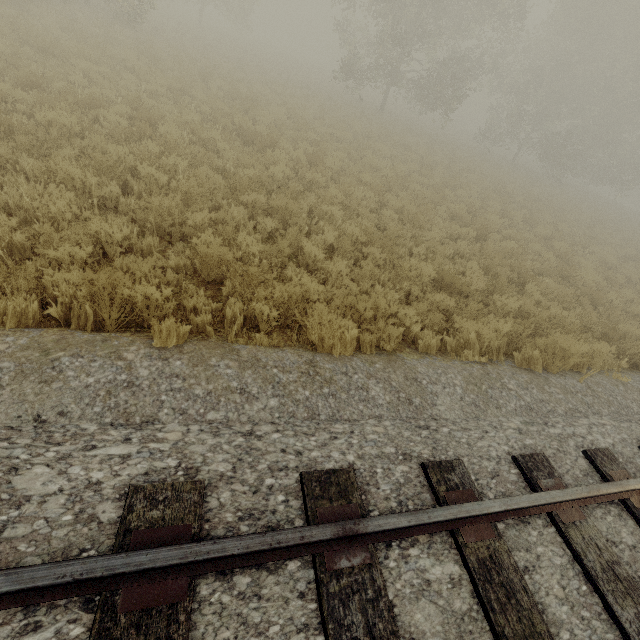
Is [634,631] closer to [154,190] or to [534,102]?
[154,190]
